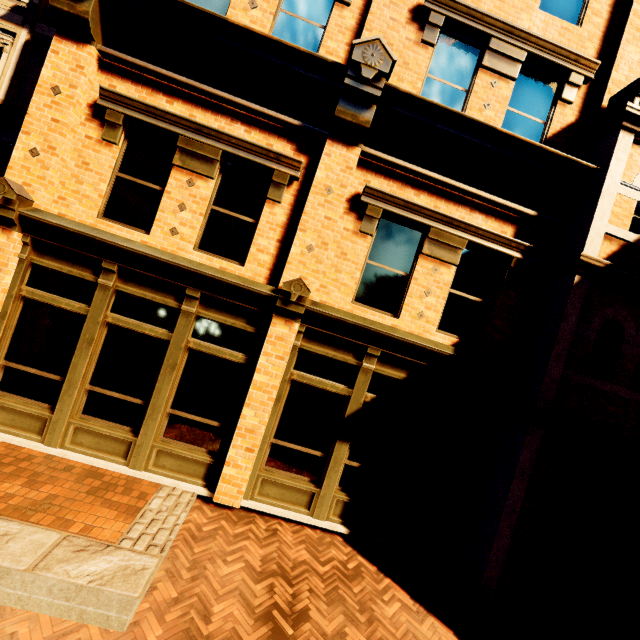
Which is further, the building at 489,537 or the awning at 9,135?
the awning at 9,135

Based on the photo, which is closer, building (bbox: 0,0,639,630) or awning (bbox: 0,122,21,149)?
building (bbox: 0,0,639,630)

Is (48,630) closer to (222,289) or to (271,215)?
(222,289)
